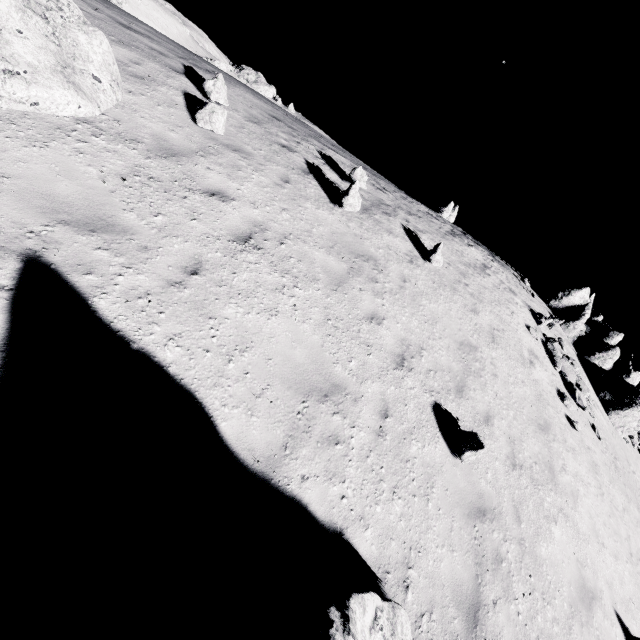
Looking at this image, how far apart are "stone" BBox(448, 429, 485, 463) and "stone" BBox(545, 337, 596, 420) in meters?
11.0

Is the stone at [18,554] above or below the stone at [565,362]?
below

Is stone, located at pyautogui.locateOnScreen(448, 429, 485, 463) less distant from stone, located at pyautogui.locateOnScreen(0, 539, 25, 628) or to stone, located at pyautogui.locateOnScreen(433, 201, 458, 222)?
Result: stone, located at pyautogui.locateOnScreen(0, 539, 25, 628)

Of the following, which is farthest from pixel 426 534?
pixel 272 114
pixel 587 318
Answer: pixel 587 318

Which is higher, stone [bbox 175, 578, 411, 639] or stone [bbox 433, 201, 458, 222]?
stone [bbox 433, 201, 458, 222]

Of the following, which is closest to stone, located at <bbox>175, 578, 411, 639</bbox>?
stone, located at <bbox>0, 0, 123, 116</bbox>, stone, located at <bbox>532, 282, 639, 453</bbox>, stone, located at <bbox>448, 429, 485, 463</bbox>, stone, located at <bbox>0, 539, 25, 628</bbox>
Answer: stone, located at <bbox>0, 539, 25, 628</bbox>

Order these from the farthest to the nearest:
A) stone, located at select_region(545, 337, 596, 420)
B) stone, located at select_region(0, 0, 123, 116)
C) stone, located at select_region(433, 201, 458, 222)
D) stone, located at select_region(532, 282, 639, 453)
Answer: stone, located at select_region(433, 201, 458, 222)
stone, located at select_region(532, 282, 639, 453)
stone, located at select_region(545, 337, 596, 420)
stone, located at select_region(0, 0, 123, 116)

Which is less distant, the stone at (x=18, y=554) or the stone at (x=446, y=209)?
the stone at (x=18, y=554)
